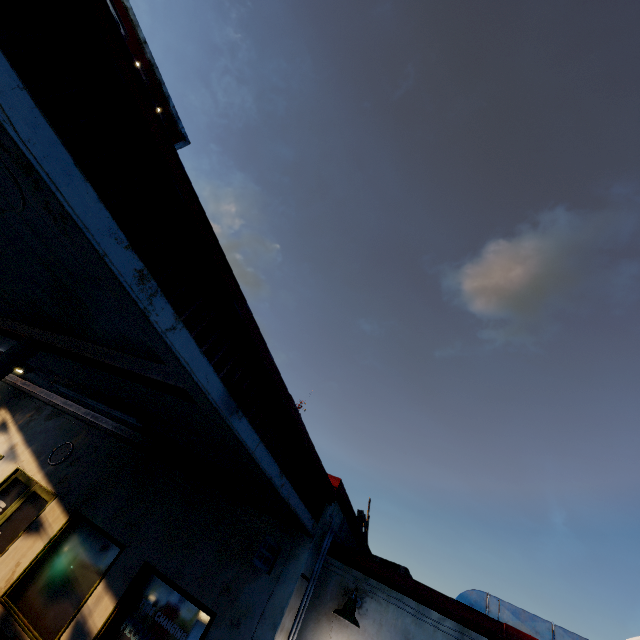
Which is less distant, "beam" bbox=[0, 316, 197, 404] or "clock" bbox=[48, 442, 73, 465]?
"beam" bbox=[0, 316, 197, 404]

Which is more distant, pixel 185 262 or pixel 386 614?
pixel 386 614

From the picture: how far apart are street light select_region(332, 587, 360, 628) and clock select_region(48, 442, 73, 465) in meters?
7.1

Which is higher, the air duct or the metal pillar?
the air duct

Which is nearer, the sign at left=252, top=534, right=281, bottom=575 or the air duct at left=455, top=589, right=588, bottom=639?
the sign at left=252, top=534, right=281, bottom=575

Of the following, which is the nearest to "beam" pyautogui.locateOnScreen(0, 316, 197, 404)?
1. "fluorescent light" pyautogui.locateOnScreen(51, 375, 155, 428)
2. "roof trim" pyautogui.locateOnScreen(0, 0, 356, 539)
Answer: "roof trim" pyautogui.locateOnScreen(0, 0, 356, 539)

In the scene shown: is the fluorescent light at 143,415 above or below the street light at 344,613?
above

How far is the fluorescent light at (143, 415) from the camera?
5.7m
